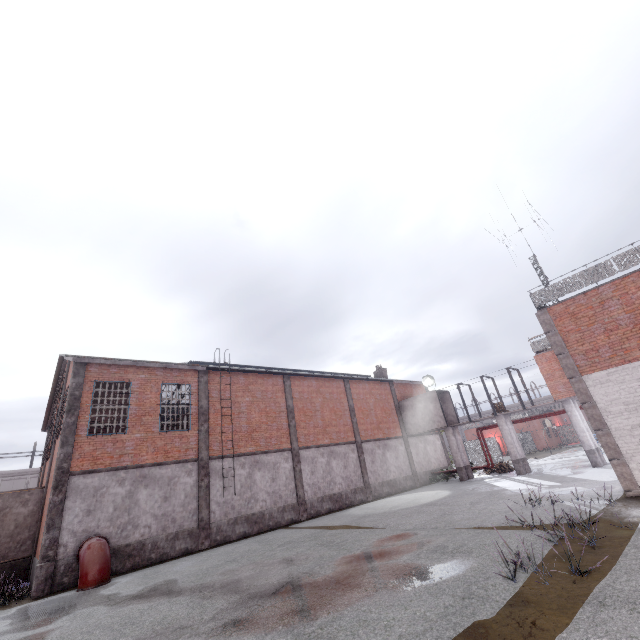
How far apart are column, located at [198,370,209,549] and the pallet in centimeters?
2149cm

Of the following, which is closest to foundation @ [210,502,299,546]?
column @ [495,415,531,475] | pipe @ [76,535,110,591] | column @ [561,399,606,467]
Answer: pipe @ [76,535,110,591]

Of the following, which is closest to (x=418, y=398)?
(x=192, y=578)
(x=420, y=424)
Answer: (x=420, y=424)

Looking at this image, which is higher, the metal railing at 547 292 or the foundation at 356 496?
the metal railing at 547 292

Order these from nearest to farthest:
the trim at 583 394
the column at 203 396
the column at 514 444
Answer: the trim at 583 394, the column at 203 396, the column at 514 444

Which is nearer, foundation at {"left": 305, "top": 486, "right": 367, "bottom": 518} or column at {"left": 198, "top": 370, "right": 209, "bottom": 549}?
column at {"left": 198, "top": 370, "right": 209, "bottom": 549}

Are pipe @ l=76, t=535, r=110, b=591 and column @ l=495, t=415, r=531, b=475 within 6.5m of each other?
no

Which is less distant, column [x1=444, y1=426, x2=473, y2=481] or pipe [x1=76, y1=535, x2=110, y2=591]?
pipe [x1=76, y1=535, x2=110, y2=591]
